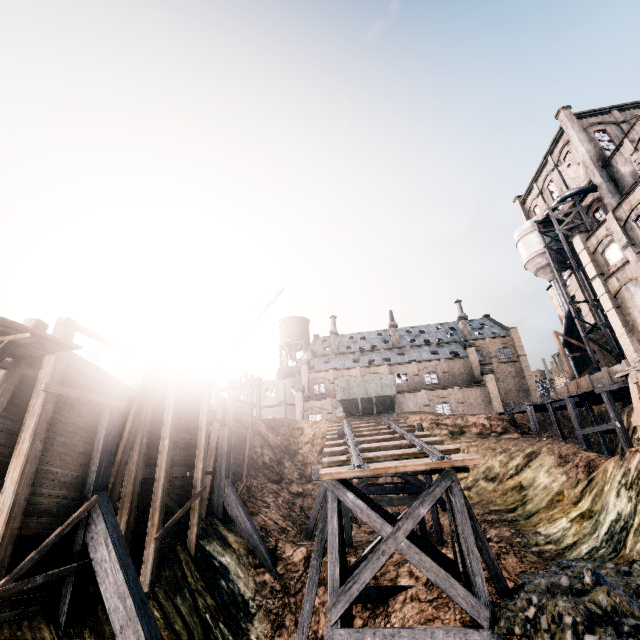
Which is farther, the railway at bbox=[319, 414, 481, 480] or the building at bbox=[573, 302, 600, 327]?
the building at bbox=[573, 302, 600, 327]

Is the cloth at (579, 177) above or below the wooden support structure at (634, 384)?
above

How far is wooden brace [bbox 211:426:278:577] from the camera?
15.5m

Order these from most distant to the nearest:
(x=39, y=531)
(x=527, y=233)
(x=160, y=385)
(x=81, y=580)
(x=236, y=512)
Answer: (x=527, y=233), (x=236, y=512), (x=160, y=385), (x=81, y=580), (x=39, y=531)

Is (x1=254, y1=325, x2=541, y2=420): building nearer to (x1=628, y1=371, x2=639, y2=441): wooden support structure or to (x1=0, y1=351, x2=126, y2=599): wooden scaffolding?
(x1=628, y1=371, x2=639, y2=441): wooden support structure

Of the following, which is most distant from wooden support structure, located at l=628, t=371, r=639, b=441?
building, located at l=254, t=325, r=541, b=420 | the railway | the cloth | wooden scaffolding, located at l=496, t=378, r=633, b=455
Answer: the cloth

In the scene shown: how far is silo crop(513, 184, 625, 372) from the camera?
32.41m

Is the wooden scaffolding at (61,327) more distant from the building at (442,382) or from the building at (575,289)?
the building at (442,382)
